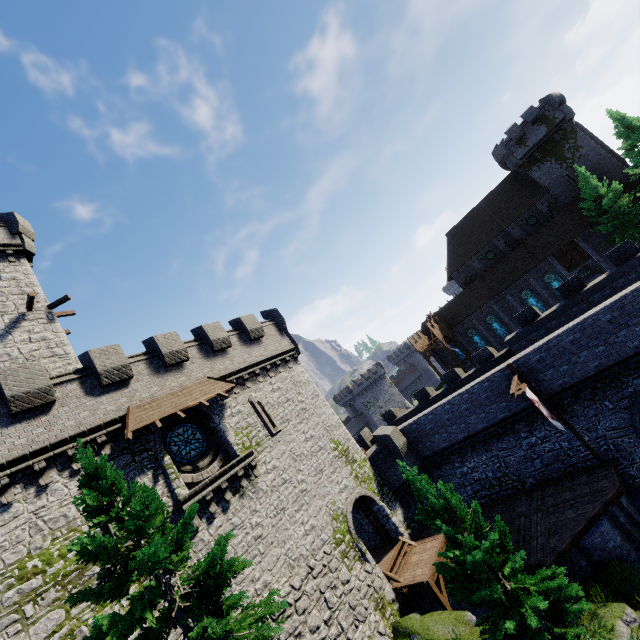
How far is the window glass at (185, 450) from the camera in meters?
15.6 m

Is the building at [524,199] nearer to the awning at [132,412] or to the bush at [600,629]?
the bush at [600,629]

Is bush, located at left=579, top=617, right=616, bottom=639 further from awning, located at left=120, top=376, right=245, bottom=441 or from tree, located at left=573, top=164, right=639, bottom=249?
tree, located at left=573, top=164, right=639, bottom=249

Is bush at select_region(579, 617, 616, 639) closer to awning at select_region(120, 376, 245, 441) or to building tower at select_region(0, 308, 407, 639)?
building tower at select_region(0, 308, 407, 639)

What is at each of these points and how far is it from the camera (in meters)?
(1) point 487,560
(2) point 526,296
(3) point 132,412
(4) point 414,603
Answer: (1) tree, 10.84
(2) window glass, 39.44
(3) awning, 14.21
(4) wooden support, 16.17

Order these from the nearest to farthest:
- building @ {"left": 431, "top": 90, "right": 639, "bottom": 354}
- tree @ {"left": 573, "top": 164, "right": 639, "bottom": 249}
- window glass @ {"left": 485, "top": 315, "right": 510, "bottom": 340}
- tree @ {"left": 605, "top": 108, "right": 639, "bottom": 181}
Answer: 1. tree @ {"left": 605, "top": 108, "right": 639, "bottom": 181}
2. tree @ {"left": 573, "top": 164, "right": 639, "bottom": 249}
3. building @ {"left": 431, "top": 90, "right": 639, "bottom": 354}
4. window glass @ {"left": 485, "top": 315, "right": 510, "bottom": 340}

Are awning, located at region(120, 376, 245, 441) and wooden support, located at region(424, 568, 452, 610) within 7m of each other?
no

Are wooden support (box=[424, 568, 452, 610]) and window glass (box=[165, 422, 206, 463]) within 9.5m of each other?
no
